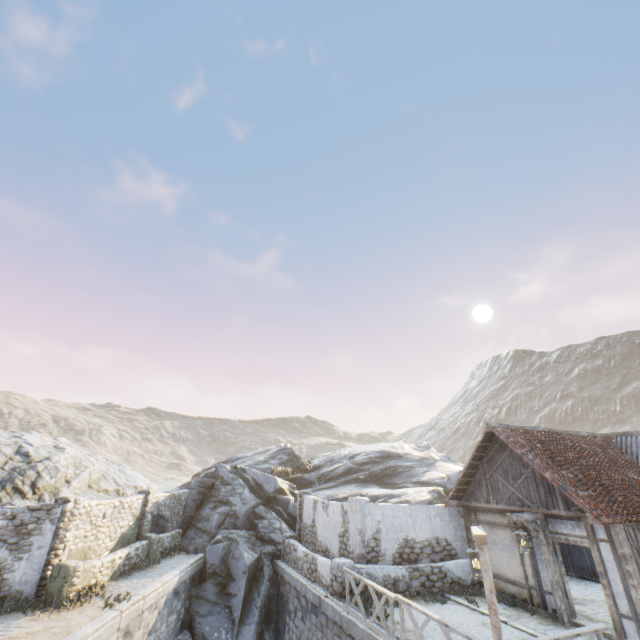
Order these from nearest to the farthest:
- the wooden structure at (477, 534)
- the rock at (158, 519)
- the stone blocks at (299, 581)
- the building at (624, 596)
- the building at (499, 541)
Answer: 1. the wooden structure at (477, 534)
2. the building at (624, 596)
3. the stone blocks at (299, 581)
4. the building at (499, 541)
5. the rock at (158, 519)

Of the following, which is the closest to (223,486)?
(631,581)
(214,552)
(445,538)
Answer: (214,552)

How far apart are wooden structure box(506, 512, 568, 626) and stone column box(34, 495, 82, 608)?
15.04m

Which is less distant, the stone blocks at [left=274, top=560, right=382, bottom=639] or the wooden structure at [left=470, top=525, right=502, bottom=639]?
the wooden structure at [left=470, top=525, right=502, bottom=639]

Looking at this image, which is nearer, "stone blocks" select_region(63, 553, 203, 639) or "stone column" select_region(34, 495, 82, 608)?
"stone blocks" select_region(63, 553, 203, 639)

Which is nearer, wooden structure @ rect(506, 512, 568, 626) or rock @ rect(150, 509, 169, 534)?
wooden structure @ rect(506, 512, 568, 626)

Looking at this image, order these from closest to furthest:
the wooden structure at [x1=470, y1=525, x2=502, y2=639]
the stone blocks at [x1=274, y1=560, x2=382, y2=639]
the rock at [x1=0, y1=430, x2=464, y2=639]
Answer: the wooden structure at [x1=470, y1=525, x2=502, y2=639]
the stone blocks at [x1=274, y1=560, x2=382, y2=639]
the rock at [x1=0, y1=430, x2=464, y2=639]

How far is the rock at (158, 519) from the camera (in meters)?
18.28
